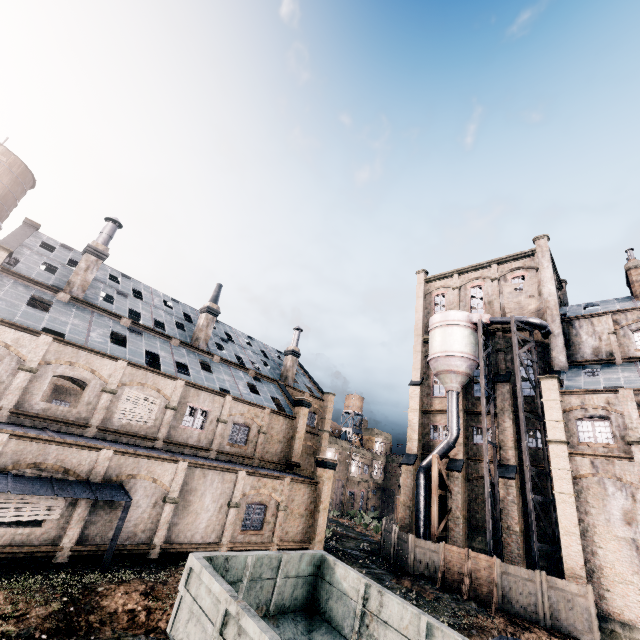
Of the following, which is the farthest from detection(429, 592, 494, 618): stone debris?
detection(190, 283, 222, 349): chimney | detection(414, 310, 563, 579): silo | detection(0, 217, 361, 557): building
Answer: detection(190, 283, 222, 349): chimney

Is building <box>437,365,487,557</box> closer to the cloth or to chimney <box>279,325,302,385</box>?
the cloth

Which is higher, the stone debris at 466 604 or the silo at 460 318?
the silo at 460 318

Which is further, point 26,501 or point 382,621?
point 26,501

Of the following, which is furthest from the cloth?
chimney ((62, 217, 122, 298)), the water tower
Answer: the water tower

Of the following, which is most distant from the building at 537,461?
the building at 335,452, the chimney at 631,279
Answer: the building at 335,452

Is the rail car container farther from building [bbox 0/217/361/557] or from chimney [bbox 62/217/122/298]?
chimney [bbox 62/217/122/298]

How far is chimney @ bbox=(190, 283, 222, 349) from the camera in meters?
32.4
